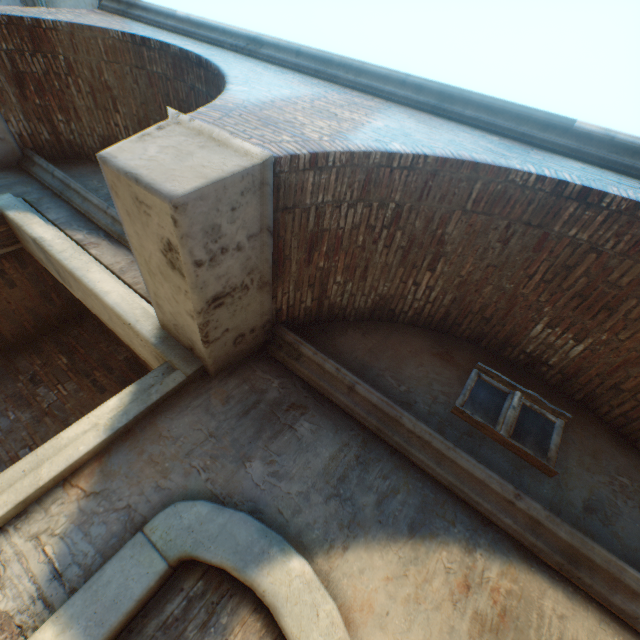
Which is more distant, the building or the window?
the window

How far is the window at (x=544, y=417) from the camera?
3.1m

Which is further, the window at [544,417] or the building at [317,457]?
the window at [544,417]

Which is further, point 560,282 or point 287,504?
point 560,282

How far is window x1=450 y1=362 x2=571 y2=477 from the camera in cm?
307
